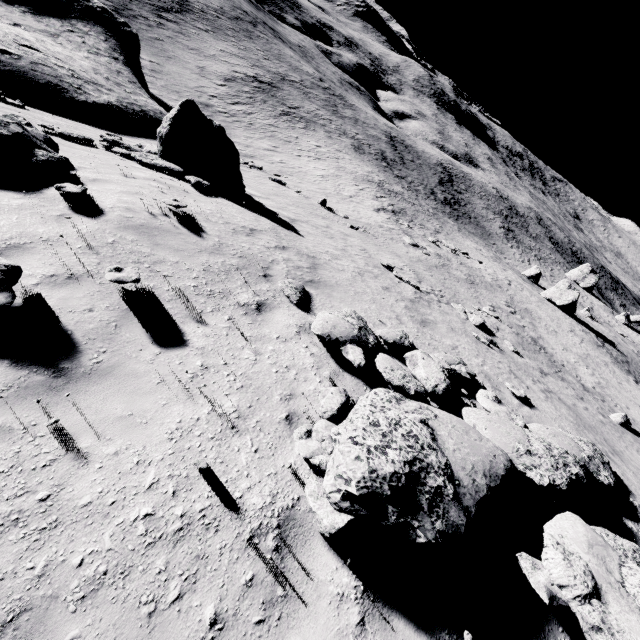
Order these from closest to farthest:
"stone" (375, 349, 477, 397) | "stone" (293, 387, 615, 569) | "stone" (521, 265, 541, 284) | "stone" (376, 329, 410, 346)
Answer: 1. "stone" (293, 387, 615, 569)
2. "stone" (375, 349, 477, 397)
3. "stone" (376, 329, 410, 346)
4. "stone" (521, 265, 541, 284)

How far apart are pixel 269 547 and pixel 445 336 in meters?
8.4 m

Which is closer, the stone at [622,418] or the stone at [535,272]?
the stone at [622,418]

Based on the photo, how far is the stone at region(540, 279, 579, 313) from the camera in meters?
30.4

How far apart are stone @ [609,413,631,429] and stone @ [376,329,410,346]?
10.1 meters

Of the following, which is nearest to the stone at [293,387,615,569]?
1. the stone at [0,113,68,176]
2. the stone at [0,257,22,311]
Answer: the stone at [0,257,22,311]

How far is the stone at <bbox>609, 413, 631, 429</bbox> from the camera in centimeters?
1176cm

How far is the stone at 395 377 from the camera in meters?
5.7
